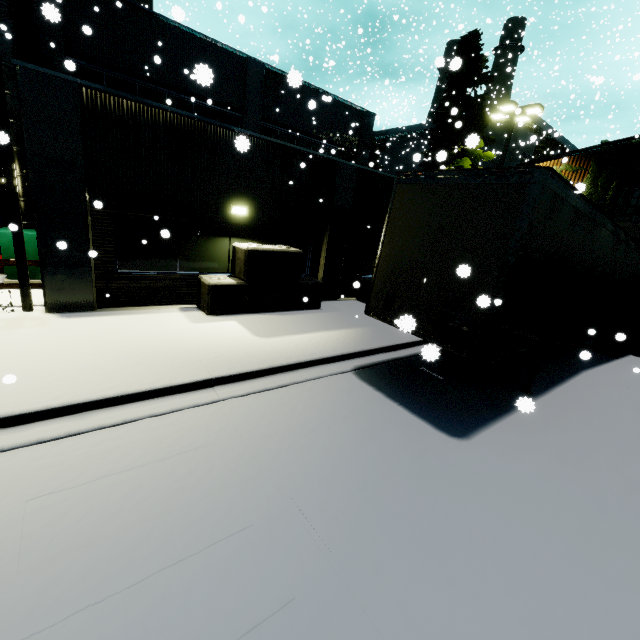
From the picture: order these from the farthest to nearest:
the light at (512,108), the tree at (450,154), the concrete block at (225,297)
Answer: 1. the tree at (450,154)
2. the light at (512,108)
3. the concrete block at (225,297)

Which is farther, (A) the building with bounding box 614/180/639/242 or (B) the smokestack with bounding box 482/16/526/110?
(B) the smokestack with bounding box 482/16/526/110

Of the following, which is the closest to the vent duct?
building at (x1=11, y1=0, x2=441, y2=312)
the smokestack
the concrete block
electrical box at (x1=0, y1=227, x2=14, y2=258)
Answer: building at (x1=11, y1=0, x2=441, y2=312)

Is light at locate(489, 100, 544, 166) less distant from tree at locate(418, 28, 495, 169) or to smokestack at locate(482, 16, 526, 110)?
tree at locate(418, 28, 495, 169)

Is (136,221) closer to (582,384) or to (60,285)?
(60,285)

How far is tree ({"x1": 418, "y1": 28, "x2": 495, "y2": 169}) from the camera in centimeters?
1739cm

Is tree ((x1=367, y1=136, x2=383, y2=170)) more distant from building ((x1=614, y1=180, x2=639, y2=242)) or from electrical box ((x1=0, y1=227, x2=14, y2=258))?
electrical box ((x1=0, y1=227, x2=14, y2=258))

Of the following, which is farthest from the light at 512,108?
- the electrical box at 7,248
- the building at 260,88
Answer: the electrical box at 7,248
